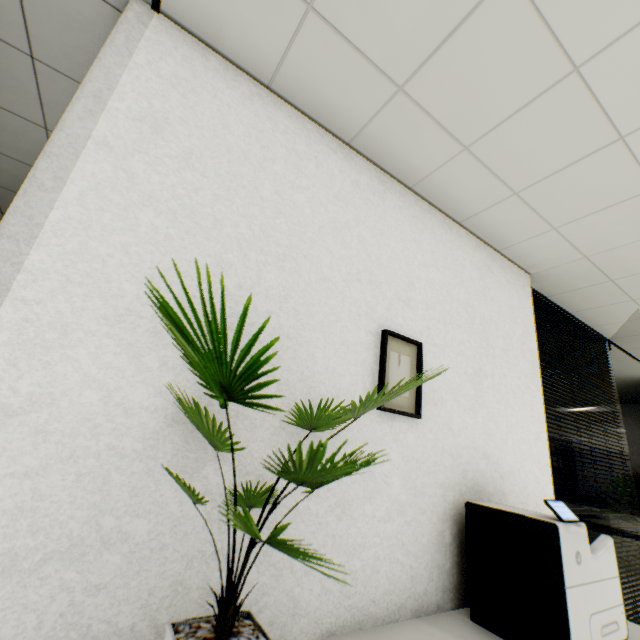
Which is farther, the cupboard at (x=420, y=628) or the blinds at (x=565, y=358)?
the blinds at (x=565, y=358)

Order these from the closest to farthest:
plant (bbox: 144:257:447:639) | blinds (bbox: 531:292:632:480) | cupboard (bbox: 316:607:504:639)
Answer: plant (bbox: 144:257:447:639) < cupboard (bbox: 316:607:504:639) < blinds (bbox: 531:292:632:480)

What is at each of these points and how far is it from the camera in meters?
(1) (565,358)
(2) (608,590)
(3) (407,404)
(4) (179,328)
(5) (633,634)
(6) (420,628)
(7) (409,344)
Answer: (1) blinds, 3.1
(2) printer, 1.3
(3) picture, 1.6
(4) plant, 0.7
(5) cupboard, 1.5
(6) cupboard, 1.3
(7) picture, 1.7

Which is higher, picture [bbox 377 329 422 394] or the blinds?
the blinds

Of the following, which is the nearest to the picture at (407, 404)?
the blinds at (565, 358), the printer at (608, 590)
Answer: the printer at (608, 590)

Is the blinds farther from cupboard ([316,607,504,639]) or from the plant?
the plant

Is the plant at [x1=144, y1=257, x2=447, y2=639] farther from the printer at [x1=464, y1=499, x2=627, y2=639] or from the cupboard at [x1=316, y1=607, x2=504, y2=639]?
the printer at [x1=464, y1=499, x2=627, y2=639]

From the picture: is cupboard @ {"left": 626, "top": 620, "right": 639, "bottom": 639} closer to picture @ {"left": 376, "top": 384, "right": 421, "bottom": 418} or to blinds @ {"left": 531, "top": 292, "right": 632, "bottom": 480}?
blinds @ {"left": 531, "top": 292, "right": 632, "bottom": 480}
